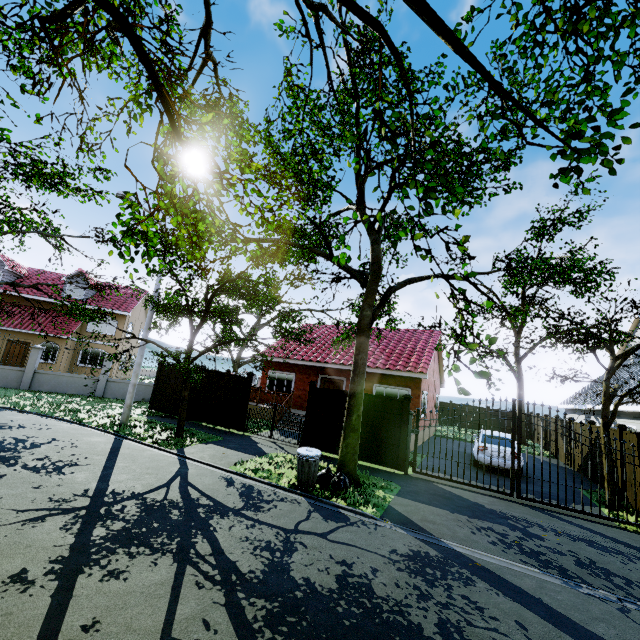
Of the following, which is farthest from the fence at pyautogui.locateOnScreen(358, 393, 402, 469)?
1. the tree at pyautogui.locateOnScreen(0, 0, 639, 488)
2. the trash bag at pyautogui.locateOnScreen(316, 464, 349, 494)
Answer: the trash bag at pyautogui.locateOnScreen(316, 464, 349, 494)

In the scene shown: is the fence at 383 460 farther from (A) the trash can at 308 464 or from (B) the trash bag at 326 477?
(A) the trash can at 308 464

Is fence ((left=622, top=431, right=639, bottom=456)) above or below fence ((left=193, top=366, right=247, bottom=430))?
above

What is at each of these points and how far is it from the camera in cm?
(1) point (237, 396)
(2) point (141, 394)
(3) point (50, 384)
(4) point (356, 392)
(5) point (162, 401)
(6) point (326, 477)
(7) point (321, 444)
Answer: (1) fence, 1453
(2) fence, 2017
(3) fence, 1869
(4) tree, 955
(5) fence, 1644
(6) trash bag, 867
(7) fence, 1235

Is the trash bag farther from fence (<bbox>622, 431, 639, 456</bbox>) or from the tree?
fence (<bbox>622, 431, 639, 456</bbox>)

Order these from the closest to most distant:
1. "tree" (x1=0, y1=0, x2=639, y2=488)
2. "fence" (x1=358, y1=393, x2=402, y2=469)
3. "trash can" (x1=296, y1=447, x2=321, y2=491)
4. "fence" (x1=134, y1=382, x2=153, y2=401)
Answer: "tree" (x1=0, y1=0, x2=639, y2=488), "trash can" (x1=296, y1=447, x2=321, y2=491), "fence" (x1=358, y1=393, x2=402, y2=469), "fence" (x1=134, y1=382, x2=153, y2=401)

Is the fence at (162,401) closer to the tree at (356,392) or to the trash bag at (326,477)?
the tree at (356,392)
